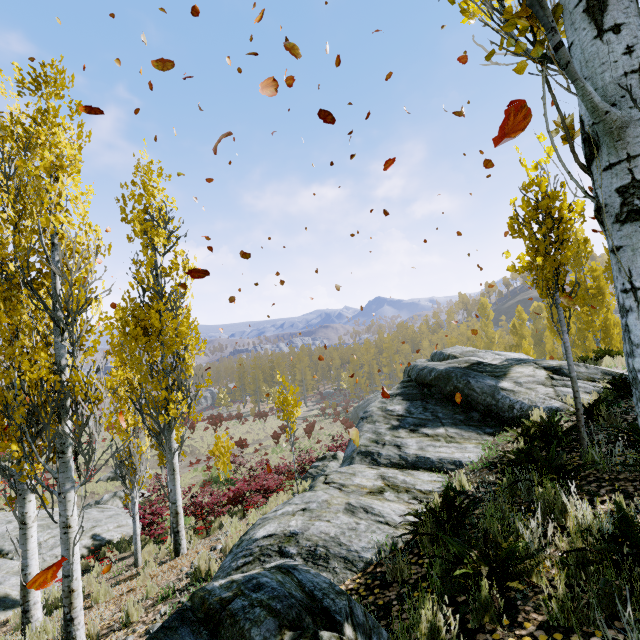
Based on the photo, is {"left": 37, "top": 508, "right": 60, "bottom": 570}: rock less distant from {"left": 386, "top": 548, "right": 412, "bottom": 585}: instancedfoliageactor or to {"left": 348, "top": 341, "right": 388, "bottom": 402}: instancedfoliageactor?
{"left": 348, "top": 341, "right": 388, "bottom": 402}: instancedfoliageactor

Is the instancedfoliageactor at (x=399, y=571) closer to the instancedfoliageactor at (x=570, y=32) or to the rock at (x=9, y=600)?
the instancedfoliageactor at (x=570, y=32)

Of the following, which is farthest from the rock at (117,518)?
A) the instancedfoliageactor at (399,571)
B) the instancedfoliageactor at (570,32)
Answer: the instancedfoliageactor at (399,571)

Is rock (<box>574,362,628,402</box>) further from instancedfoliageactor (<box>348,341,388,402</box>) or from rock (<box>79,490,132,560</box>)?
rock (<box>79,490,132,560</box>)

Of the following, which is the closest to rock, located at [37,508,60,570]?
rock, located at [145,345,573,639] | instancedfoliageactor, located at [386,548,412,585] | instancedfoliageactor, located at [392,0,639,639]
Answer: instancedfoliageactor, located at [392,0,639,639]

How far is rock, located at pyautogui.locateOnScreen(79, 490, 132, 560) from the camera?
13.1m

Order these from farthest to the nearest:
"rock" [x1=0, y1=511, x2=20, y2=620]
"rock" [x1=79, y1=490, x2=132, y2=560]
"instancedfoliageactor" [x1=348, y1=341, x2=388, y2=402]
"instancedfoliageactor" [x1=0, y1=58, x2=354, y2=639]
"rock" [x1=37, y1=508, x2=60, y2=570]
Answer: "instancedfoliageactor" [x1=348, y1=341, x2=388, y2=402] → "rock" [x1=79, y1=490, x2=132, y2=560] → "rock" [x1=37, y1=508, x2=60, y2=570] → "rock" [x1=0, y1=511, x2=20, y2=620] → "instancedfoliageactor" [x1=0, y1=58, x2=354, y2=639]

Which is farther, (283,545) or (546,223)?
(546,223)
